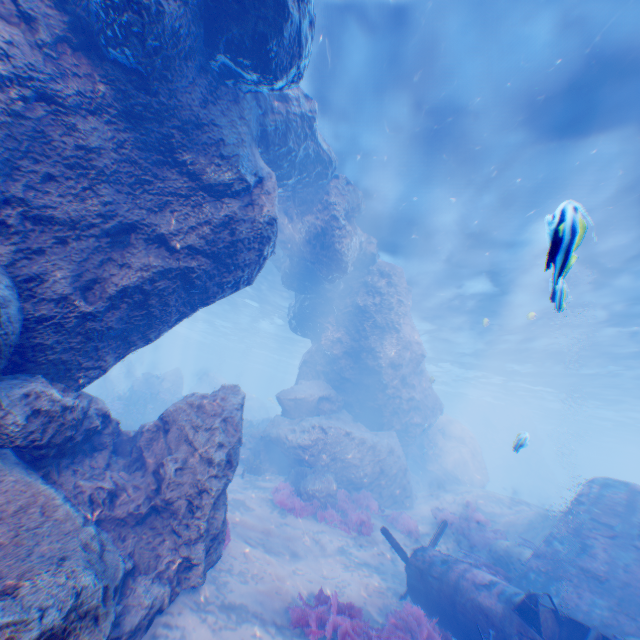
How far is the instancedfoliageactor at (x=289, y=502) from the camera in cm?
1224

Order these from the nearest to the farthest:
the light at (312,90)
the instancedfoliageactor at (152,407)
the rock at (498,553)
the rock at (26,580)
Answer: the rock at (26,580) < the light at (312,90) < the rock at (498,553) < the instancedfoliageactor at (152,407)

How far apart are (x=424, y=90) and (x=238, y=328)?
40.8m

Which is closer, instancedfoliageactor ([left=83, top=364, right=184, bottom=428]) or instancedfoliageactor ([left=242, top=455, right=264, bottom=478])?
instancedfoliageactor ([left=242, top=455, right=264, bottom=478])

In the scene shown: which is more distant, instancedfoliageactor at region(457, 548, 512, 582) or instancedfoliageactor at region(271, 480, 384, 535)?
instancedfoliageactor at region(271, 480, 384, 535)

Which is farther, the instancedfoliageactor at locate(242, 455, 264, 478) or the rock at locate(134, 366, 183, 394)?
the rock at locate(134, 366, 183, 394)

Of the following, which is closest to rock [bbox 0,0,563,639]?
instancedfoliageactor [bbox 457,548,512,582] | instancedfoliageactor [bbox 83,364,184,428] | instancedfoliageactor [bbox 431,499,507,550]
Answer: instancedfoliageactor [bbox 83,364,184,428]
